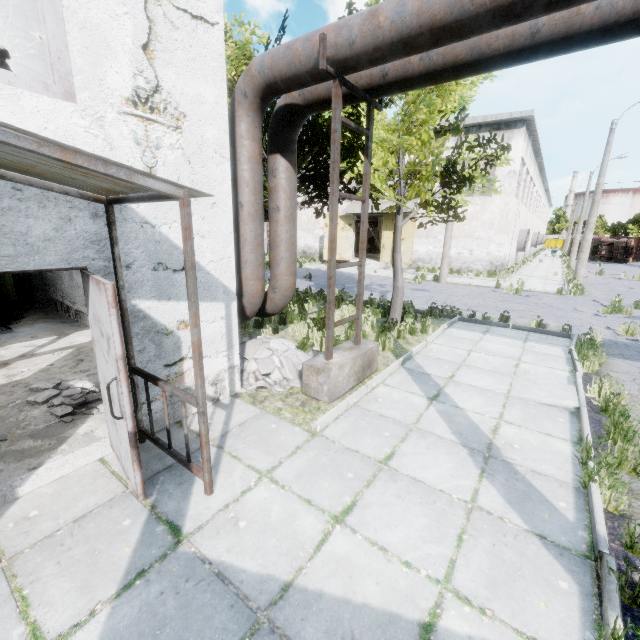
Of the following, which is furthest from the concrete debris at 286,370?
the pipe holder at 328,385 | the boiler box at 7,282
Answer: the boiler box at 7,282

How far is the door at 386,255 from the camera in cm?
2648

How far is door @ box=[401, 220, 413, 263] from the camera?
25.6m

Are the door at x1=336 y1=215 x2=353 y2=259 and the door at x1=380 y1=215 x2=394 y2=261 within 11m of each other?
yes

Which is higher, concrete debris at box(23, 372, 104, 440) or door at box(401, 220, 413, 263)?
door at box(401, 220, 413, 263)

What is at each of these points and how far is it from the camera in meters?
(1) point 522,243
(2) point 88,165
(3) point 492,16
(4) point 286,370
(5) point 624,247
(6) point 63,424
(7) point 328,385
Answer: (1) fan, 28.2
(2) awning, 2.1
(3) pipe, 3.2
(4) concrete debris, 6.1
(5) truck, 37.5
(6) concrete debris, 4.4
(7) pipe holder, 5.2

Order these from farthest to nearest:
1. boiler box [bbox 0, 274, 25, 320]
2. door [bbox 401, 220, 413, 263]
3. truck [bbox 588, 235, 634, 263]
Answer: truck [bbox 588, 235, 634, 263] → door [bbox 401, 220, 413, 263] → boiler box [bbox 0, 274, 25, 320]

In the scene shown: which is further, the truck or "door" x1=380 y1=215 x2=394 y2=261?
the truck
